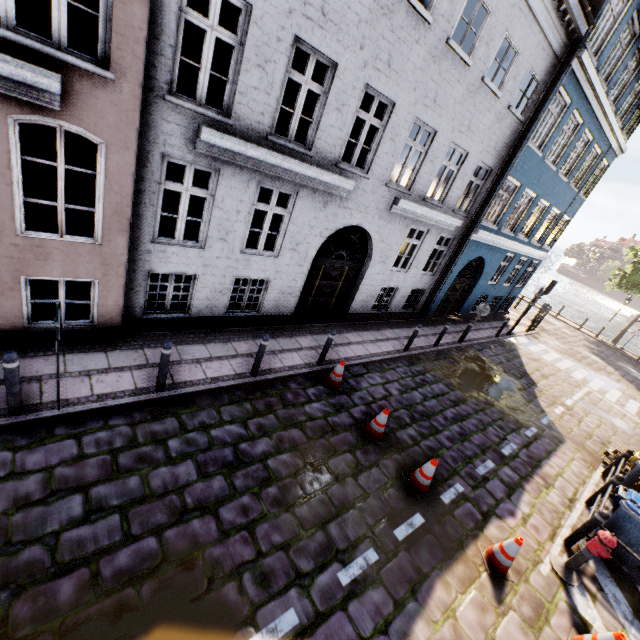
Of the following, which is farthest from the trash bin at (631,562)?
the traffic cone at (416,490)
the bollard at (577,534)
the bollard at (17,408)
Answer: the bollard at (17,408)

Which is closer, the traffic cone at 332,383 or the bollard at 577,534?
the bollard at 577,534

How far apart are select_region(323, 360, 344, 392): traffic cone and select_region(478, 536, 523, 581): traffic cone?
4.0m

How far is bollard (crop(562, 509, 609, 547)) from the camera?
6.1m

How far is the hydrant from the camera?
5.41m

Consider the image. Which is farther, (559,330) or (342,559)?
(559,330)

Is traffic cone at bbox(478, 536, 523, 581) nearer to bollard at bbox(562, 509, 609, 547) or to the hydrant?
the hydrant

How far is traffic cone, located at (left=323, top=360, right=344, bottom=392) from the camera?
8.1 meters
